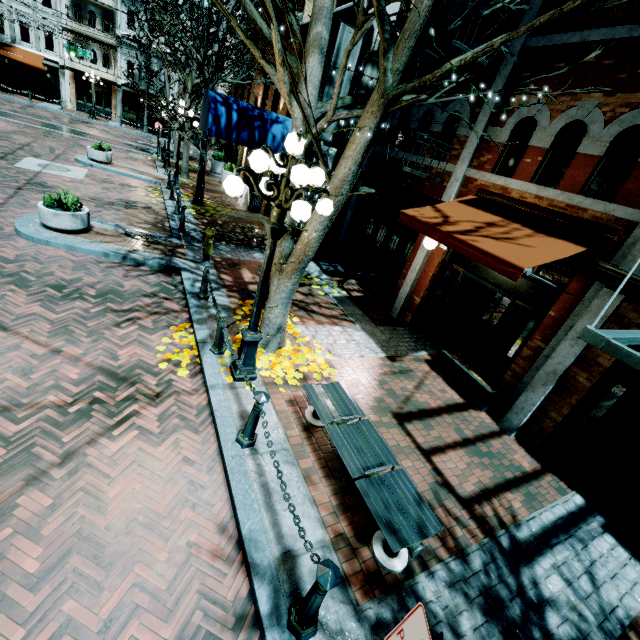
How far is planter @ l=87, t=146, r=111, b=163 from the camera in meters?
15.1 m

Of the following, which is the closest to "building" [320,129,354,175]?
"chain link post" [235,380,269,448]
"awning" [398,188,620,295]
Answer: "awning" [398,188,620,295]

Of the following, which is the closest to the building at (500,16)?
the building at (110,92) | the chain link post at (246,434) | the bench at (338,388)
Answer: the bench at (338,388)

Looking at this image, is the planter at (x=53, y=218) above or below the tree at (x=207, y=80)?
below

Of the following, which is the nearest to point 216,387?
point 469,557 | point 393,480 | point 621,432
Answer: point 393,480

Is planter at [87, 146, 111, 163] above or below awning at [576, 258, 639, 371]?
below

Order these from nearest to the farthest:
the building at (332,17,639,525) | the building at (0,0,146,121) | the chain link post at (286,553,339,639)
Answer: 1. the chain link post at (286,553,339,639)
2. the building at (332,17,639,525)
3. the building at (0,0,146,121)

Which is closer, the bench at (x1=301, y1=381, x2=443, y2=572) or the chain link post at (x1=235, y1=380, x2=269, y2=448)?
the bench at (x1=301, y1=381, x2=443, y2=572)
